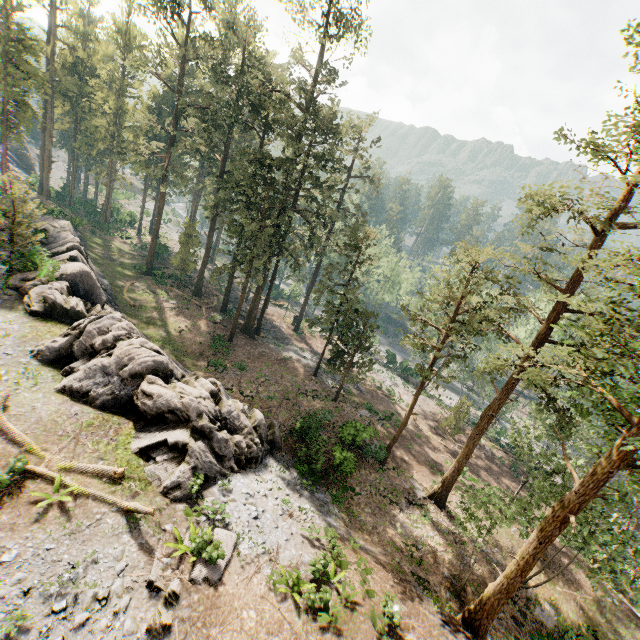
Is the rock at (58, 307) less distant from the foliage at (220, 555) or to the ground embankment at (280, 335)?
the foliage at (220, 555)

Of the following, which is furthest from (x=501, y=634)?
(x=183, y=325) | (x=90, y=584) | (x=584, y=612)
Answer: (x=183, y=325)

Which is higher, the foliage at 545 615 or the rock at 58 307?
the rock at 58 307

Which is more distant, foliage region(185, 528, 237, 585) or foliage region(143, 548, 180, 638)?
foliage region(185, 528, 237, 585)

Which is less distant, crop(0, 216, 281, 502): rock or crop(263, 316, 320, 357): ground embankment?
crop(0, 216, 281, 502): rock

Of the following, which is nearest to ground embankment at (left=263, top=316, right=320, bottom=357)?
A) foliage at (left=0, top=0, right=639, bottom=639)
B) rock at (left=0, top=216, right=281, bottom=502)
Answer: foliage at (left=0, top=0, right=639, bottom=639)

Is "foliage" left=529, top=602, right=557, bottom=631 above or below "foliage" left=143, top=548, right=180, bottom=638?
below
